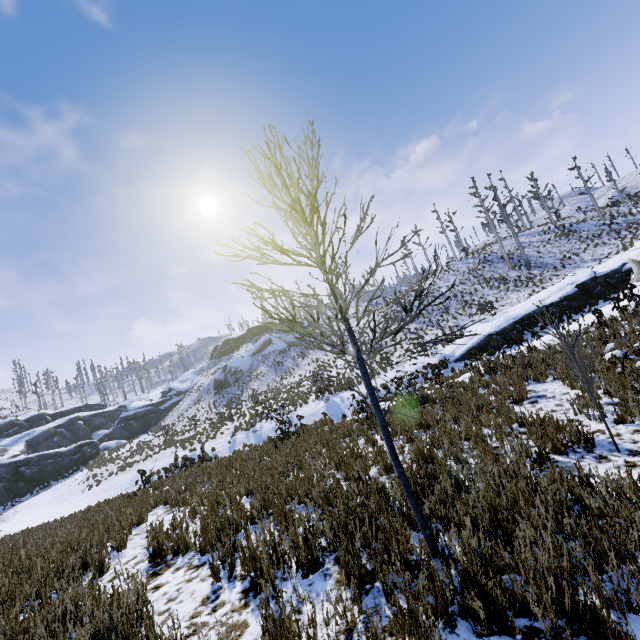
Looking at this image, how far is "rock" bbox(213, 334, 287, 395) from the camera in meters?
44.8

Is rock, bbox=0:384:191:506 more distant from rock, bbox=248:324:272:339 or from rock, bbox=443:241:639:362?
rock, bbox=443:241:639:362

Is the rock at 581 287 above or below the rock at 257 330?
below

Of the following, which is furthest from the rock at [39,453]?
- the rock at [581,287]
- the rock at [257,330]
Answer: the rock at [581,287]

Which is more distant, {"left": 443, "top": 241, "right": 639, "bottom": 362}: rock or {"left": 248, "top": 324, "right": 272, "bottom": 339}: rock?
{"left": 248, "top": 324, "right": 272, "bottom": 339}: rock

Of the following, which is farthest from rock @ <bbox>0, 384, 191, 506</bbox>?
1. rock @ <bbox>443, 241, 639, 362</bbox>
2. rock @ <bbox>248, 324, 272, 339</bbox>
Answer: rock @ <bbox>443, 241, 639, 362</bbox>

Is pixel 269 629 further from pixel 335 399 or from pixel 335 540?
pixel 335 399

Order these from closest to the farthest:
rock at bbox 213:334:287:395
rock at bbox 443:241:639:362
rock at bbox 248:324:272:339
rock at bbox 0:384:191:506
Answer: rock at bbox 443:241:639:362 → rock at bbox 0:384:191:506 → rock at bbox 213:334:287:395 → rock at bbox 248:324:272:339
